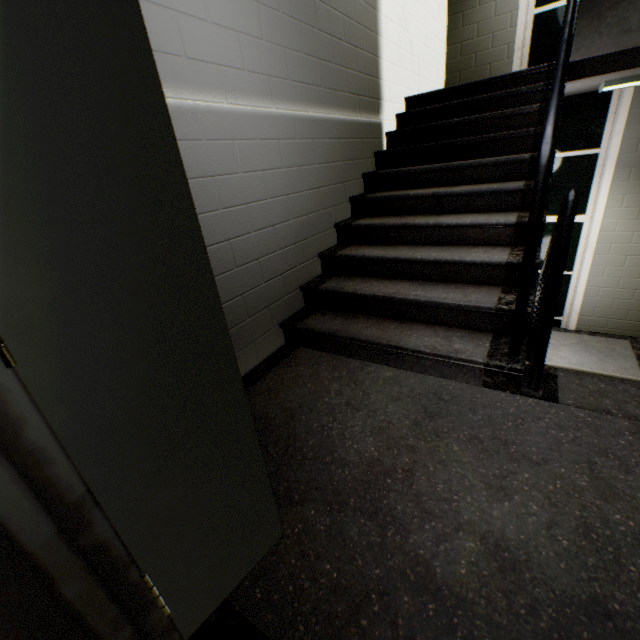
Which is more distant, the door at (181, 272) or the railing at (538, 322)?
the railing at (538, 322)

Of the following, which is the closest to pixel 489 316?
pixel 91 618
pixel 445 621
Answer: pixel 445 621

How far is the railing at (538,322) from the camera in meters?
1.3 m

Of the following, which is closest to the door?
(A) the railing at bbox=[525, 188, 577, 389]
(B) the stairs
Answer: (B) the stairs

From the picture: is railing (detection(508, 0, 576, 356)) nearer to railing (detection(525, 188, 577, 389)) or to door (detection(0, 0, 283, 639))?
railing (detection(525, 188, 577, 389))

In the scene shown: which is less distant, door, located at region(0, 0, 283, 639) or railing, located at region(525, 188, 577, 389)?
door, located at region(0, 0, 283, 639)

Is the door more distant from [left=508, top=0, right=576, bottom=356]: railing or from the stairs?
[left=508, top=0, right=576, bottom=356]: railing
